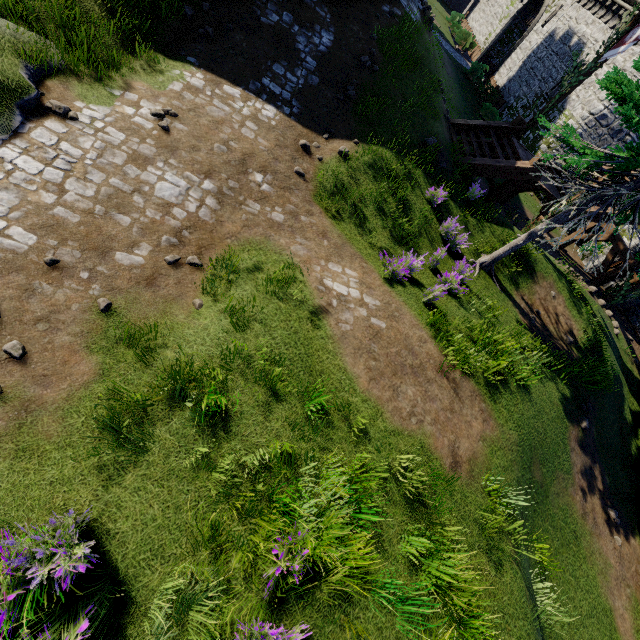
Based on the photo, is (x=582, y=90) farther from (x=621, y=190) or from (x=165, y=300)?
(x=165, y=300)

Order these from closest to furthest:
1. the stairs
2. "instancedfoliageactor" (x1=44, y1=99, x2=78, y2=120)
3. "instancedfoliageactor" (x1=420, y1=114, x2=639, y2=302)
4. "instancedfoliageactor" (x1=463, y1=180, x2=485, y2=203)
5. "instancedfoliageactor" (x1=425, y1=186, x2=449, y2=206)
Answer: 1. "instancedfoliageactor" (x1=44, y1=99, x2=78, y2=120)
2. "instancedfoliageactor" (x1=420, y1=114, x2=639, y2=302)
3. "instancedfoliageactor" (x1=425, y1=186, x2=449, y2=206)
4. "instancedfoliageactor" (x1=463, y1=180, x2=485, y2=203)
5. the stairs

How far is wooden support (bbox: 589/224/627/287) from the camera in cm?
1477

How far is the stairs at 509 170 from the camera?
11.48m

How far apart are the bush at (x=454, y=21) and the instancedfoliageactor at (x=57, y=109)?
43.65m

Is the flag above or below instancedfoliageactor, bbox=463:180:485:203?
above

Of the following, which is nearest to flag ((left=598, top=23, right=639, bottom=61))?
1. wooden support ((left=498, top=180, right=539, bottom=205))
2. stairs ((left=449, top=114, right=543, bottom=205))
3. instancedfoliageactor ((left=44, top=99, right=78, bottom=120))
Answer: stairs ((left=449, top=114, right=543, bottom=205))

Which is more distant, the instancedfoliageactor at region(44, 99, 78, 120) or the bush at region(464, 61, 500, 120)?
the bush at region(464, 61, 500, 120)
